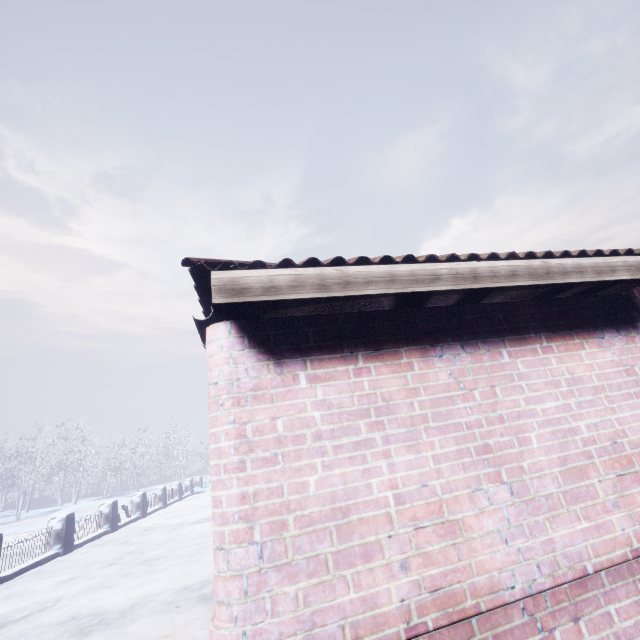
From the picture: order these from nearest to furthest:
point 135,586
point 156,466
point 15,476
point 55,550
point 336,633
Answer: point 336,633
point 135,586
point 55,550
point 15,476
point 156,466
